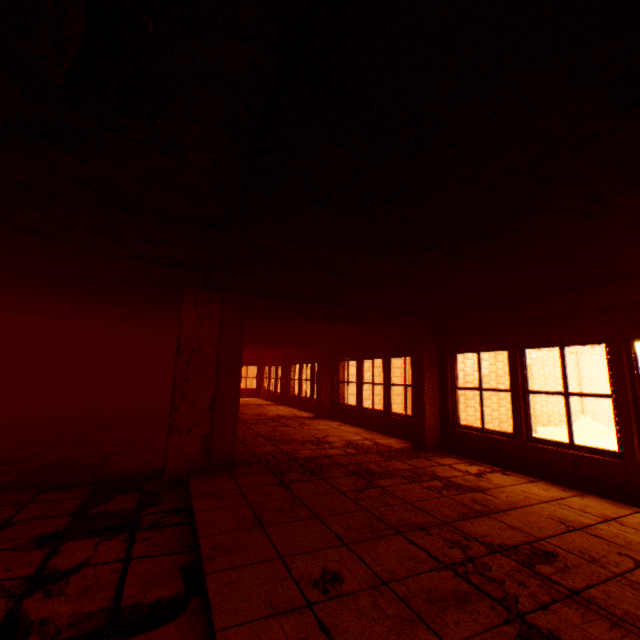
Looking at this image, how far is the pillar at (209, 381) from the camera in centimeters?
454cm

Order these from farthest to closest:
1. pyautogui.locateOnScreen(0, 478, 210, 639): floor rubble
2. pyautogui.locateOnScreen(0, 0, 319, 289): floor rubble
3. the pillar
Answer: the pillar, pyautogui.locateOnScreen(0, 478, 210, 639): floor rubble, pyautogui.locateOnScreen(0, 0, 319, 289): floor rubble

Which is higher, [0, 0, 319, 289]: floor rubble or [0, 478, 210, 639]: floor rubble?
[0, 0, 319, 289]: floor rubble

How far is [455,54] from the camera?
1.3m

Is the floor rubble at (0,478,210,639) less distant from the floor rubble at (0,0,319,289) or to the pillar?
the pillar

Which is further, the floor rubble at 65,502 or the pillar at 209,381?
the pillar at 209,381
